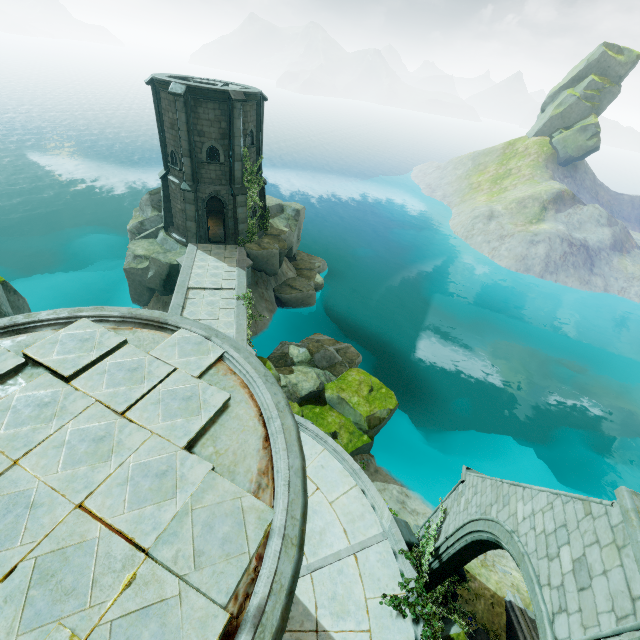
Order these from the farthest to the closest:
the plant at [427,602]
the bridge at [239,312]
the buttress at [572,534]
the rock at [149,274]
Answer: the rock at [149,274]
the bridge at [239,312]
the plant at [427,602]
the buttress at [572,534]

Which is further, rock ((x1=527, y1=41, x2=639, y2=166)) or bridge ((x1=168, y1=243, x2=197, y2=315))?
rock ((x1=527, y1=41, x2=639, y2=166))

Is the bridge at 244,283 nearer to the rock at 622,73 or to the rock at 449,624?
the rock at 449,624

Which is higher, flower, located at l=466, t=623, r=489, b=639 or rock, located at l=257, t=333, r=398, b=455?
flower, located at l=466, t=623, r=489, b=639

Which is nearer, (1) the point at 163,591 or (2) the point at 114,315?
(1) the point at 163,591

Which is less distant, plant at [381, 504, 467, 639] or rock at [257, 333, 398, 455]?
plant at [381, 504, 467, 639]

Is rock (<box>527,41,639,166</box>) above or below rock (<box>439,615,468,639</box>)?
above

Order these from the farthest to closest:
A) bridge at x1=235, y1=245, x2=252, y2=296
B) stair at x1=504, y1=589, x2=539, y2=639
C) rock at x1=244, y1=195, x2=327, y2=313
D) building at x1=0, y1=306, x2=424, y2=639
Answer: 1. rock at x1=244, y1=195, x2=327, y2=313
2. bridge at x1=235, y1=245, x2=252, y2=296
3. stair at x1=504, y1=589, x2=539, y2=639
4. building at x1=0, y1=306, x2=424, y2=639
